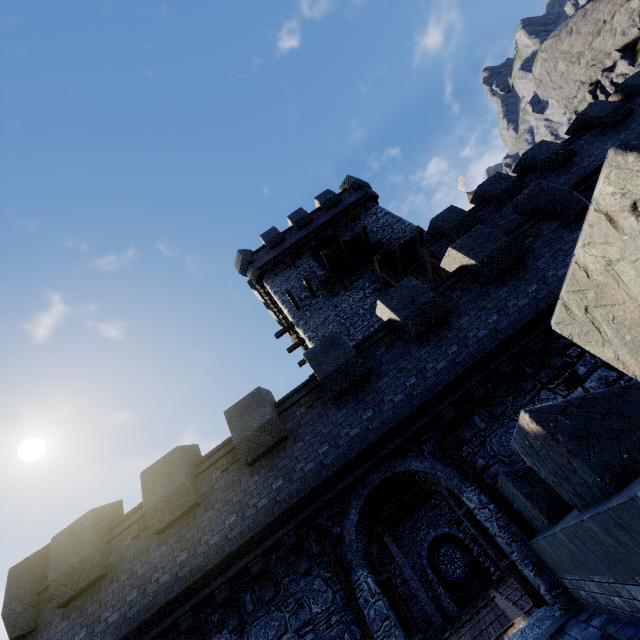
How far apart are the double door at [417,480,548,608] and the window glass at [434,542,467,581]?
17.5m

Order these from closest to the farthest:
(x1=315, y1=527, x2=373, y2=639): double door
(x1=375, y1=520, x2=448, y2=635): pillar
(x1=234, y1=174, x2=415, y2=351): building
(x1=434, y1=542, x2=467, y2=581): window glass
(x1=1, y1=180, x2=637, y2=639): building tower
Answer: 1. (x1=315, y1=527, x2=373, y2=639): double door
2. (x1=1, y1=180, x2=637, y2=639): building tower
3. (x1=375, y1=520, x2=448, y2=635): pillar
4. (x1=234, y1=174, x2=415, y2=351): building
5. (x1=434, y1=542, x2=467, y2=581): window glass

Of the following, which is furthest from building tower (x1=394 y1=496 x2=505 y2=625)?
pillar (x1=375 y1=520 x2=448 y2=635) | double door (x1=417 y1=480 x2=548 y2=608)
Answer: pillar (x1=375 y1=520 x2=448 y2=635)

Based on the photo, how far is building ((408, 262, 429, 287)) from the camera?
17.18m

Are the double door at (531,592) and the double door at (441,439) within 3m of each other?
yes

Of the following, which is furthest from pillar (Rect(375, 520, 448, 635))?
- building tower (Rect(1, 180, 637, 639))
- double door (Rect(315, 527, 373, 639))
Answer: double door (Rect(315, 527, 373, 639))

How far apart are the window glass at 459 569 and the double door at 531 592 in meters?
17.5 m

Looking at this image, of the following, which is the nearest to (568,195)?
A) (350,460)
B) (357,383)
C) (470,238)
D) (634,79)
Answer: (470,238)
